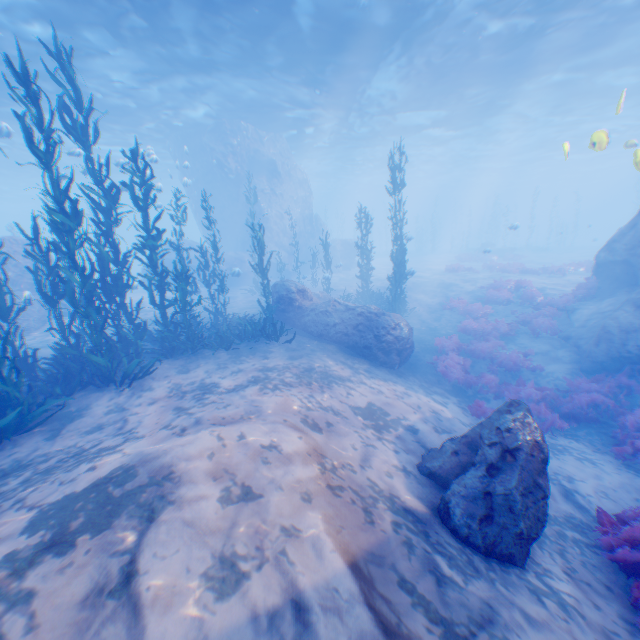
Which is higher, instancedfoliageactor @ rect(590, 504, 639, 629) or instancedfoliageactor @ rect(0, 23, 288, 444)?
instancedfoliageactor @ rect(0, 23, 288, 444)

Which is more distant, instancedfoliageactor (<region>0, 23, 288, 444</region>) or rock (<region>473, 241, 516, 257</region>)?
rock (<region>473, 241, 516, 257</region>)

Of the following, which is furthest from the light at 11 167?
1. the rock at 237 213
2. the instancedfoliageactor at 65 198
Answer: the instancedfoliageactor at 65 198

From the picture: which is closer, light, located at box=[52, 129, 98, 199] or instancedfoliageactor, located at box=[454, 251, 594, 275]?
light, located at box=[52, 129, 98, 199]

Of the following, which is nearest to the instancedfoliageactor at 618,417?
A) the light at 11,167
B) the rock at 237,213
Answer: the rock at 237,213

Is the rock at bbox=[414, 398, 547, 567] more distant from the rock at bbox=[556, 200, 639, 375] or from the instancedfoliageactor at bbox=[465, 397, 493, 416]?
the rock at bbox=[556, 200, 639, 375]

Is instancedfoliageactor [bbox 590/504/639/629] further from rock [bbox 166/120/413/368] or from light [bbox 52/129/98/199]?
light [bbox 52/129/98/199]

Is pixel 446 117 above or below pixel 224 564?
above
